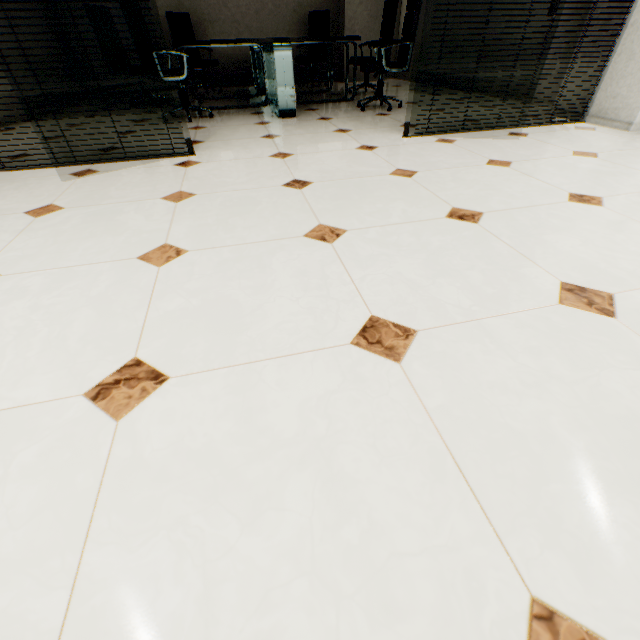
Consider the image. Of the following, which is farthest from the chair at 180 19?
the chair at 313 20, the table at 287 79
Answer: the chair at 313 20

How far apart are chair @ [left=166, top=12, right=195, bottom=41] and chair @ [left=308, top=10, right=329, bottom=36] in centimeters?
166cm

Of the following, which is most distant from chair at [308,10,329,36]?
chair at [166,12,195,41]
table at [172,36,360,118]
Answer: chair at [166,12,195,41]

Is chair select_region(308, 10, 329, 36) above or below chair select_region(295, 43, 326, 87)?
above

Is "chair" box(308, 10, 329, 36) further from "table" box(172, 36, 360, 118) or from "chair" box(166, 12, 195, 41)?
"chair" box(166, 12, 195, 41)

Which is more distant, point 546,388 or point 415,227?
point 415,227

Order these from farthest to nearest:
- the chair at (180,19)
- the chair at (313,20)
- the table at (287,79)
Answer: the chair at (313,20) → the chair at (180,19) → the table at (287,79)
